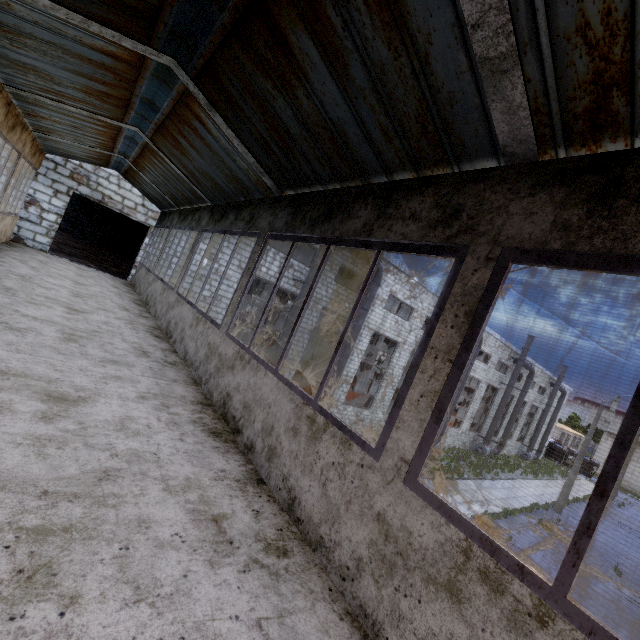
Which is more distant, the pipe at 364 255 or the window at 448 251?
the pipe at 364 255

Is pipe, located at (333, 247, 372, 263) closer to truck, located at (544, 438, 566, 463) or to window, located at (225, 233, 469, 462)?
window, located at (225, 233, 469, 462)

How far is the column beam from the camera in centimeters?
2643cm

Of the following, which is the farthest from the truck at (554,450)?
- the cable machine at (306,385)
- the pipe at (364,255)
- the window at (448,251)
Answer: the window at (448,251)

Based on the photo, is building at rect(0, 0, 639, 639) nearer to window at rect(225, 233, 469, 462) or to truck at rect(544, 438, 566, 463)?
window at rect(225, 233, 469, 462)

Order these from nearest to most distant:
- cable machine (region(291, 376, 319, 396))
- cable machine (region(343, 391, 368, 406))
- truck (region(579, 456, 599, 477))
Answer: cable machine (region(291, 376, 319, 396)) → cable machine (region(343, 391, 368, 406)) → truck (region(579, 456, 599, 477))

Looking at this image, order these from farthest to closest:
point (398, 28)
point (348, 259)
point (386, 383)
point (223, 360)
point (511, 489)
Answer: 1. point (511, 489)
2. point (386, 383)
3. point (348, 259)
4. point (223, 360)
5. point (398, 28)

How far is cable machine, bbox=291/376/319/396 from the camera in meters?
21.2
